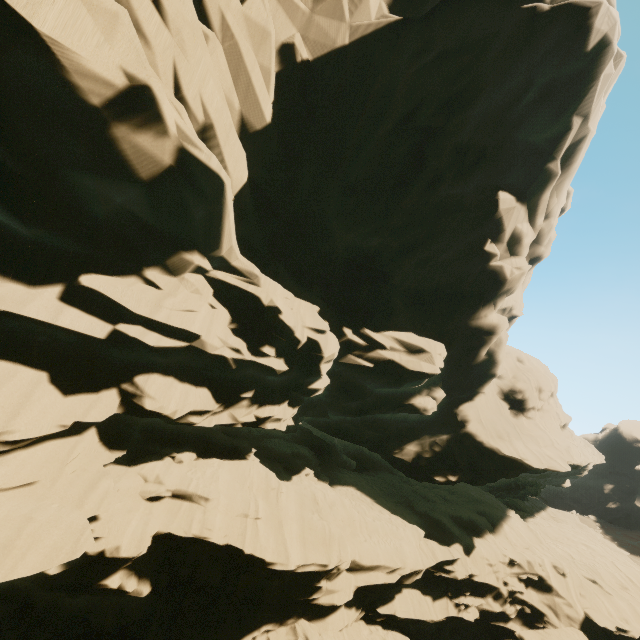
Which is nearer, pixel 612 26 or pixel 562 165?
pixel 612 26

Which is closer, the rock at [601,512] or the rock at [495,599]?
the rock at [495,599]

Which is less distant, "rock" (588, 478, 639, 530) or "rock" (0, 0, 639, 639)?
"rock" (0, 0, 639, 639)
